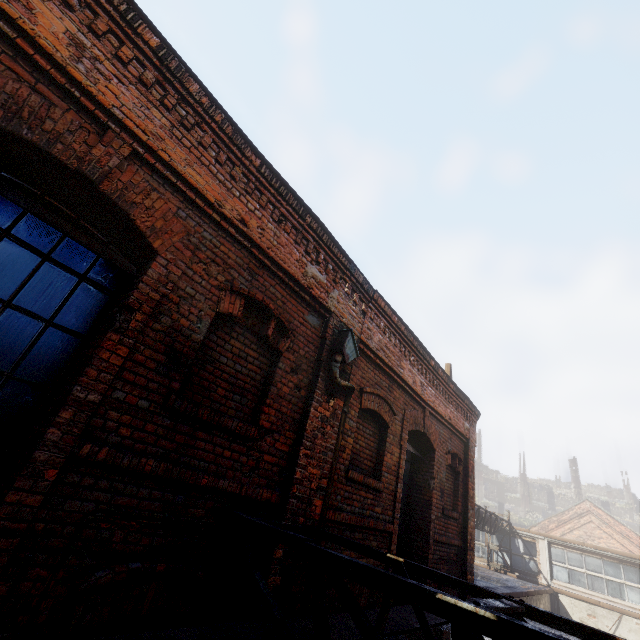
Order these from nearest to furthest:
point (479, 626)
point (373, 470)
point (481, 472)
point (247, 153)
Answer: point (479, 626) → point (247, 153) → point (373, 470) → point (481, 472)

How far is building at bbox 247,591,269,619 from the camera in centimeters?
316cm

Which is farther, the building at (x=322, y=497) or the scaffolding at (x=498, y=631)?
the building at (x=322, y=497)

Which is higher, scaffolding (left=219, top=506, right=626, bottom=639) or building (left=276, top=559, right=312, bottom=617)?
scaffolding (left=219, top=506, right=626, bottom=639)

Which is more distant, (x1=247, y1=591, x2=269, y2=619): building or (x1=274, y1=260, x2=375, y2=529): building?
(x1=274, y1=260, x2=375, y2=529): building
